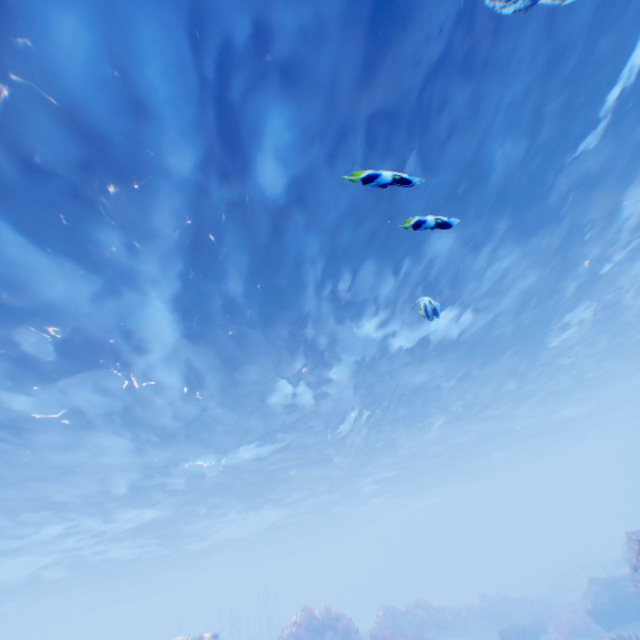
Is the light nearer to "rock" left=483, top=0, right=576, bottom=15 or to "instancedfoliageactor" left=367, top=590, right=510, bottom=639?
"rock" left=483, top=0, right=576, bottom=15

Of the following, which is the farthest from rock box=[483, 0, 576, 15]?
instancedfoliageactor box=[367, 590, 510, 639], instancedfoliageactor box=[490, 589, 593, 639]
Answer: instancedfoliageactor box=[367, 590, 510, 639]

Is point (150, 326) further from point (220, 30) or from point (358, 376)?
point (358, 376)

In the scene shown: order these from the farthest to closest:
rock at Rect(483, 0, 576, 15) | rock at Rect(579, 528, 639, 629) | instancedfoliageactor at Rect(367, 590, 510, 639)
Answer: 1. instancedfoliageactor at Rect(367, 590, 510, 639)
2. rock at Rect(579, 528, 639, 629)
3. rock at Rect(483, 0, 576, 15)

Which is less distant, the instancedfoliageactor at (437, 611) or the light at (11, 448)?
the light at (11, 448)

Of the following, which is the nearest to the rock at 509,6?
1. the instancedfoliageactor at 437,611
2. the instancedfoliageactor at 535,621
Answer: the instancedfoliageactor at 535,621

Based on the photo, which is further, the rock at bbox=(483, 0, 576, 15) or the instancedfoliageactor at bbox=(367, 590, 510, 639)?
the instancedfoliageactor at bbox=(367, 590, 510, 639)

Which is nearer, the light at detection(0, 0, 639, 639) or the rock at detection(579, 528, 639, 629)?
the light at detection(0, 0, 639, 639)
